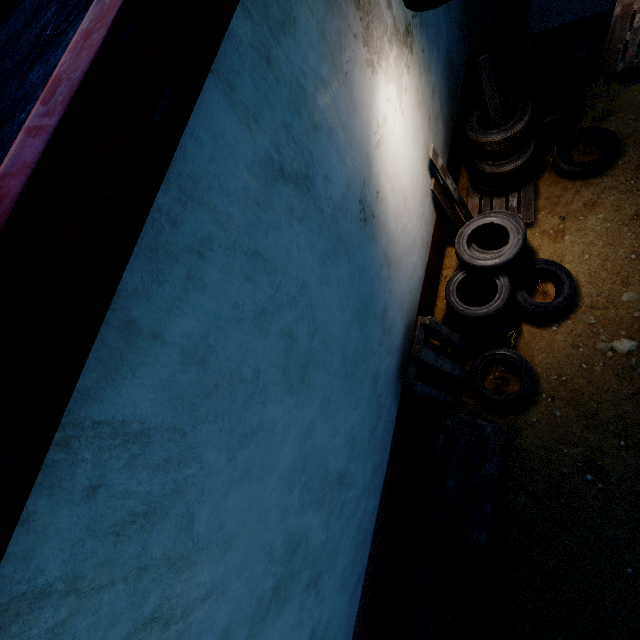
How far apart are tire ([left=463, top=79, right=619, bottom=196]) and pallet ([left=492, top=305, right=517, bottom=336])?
0.8 meters

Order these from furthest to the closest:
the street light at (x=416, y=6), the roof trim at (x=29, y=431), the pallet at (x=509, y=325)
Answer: the pallet at (x=509, y=325), the street light at (x=416, y=6), the roof trim at (x=29, y=431)

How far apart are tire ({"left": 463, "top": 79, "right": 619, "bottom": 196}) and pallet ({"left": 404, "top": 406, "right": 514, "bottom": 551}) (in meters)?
2.07

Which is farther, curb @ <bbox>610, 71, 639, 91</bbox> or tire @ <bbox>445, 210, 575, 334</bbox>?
curb @ <bbox>610, 71, 639, 91</bbox>

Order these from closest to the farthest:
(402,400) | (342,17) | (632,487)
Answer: (342,17) → (632,487) → (402,400)

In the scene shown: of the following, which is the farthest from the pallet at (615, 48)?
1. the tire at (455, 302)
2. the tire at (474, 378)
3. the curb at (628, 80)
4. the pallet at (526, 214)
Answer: the tire at (474, 378)

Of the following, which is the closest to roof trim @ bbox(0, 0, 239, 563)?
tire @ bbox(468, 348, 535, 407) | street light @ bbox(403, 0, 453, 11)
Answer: street light @ bbox(403, 0, 453, 11)

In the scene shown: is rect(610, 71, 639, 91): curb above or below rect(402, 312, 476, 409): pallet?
below
